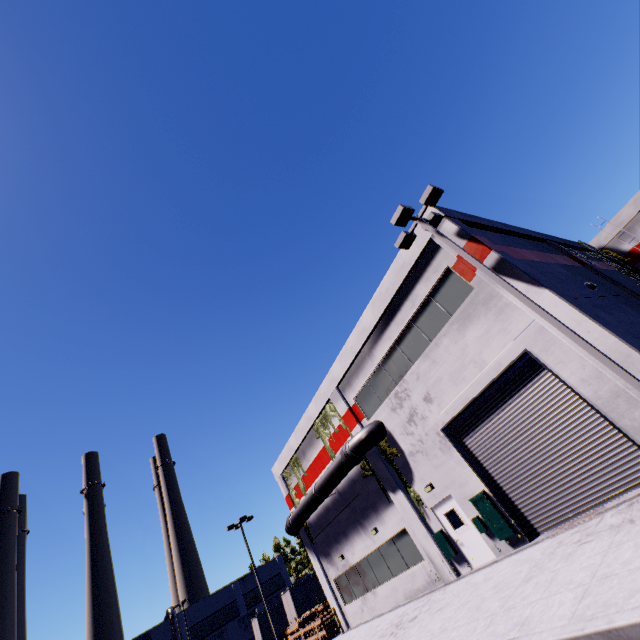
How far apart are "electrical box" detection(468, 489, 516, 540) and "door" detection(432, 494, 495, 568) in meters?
0.1 m

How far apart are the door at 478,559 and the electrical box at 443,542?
0.1m

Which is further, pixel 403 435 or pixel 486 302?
pixel 403 435

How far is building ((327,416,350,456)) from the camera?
18.8 meters

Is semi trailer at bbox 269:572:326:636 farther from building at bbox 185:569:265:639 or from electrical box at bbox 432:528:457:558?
electrical box at bbox 432:528:457:558

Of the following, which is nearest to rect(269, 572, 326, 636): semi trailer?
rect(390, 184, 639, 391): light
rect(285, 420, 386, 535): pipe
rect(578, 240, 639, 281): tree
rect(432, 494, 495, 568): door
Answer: rect(285, 420, 386, 535): pipe

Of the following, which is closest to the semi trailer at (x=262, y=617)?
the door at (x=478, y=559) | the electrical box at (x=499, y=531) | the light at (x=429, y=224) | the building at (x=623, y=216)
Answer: the building at (x=623, y=216)
